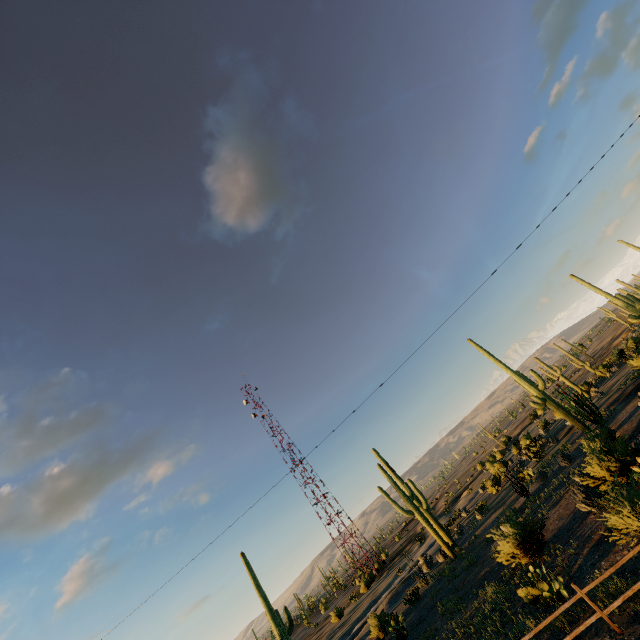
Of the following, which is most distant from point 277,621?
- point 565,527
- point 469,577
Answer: point 565,527

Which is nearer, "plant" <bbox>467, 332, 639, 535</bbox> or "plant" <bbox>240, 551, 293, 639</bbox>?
"plant" <bbox>467, 332, 639, 535</bbox>

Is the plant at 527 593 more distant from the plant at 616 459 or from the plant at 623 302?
the plant at 623 302

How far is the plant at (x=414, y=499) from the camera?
22.0 meters

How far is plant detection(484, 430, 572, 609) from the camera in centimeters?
983cm

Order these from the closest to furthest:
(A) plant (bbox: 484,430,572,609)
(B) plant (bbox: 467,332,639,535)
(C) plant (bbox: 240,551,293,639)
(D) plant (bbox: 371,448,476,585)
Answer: (B) plant (bbox: 467,332,639,535)
(A) plant (bbox: 484,430,572,609)
(C) plant (bbox: 240,551,293,639)
(D) plant (bbox: 371,448,476,585)

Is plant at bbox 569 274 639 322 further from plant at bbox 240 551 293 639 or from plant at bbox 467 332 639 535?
plant at bbox 240 551 293 639
